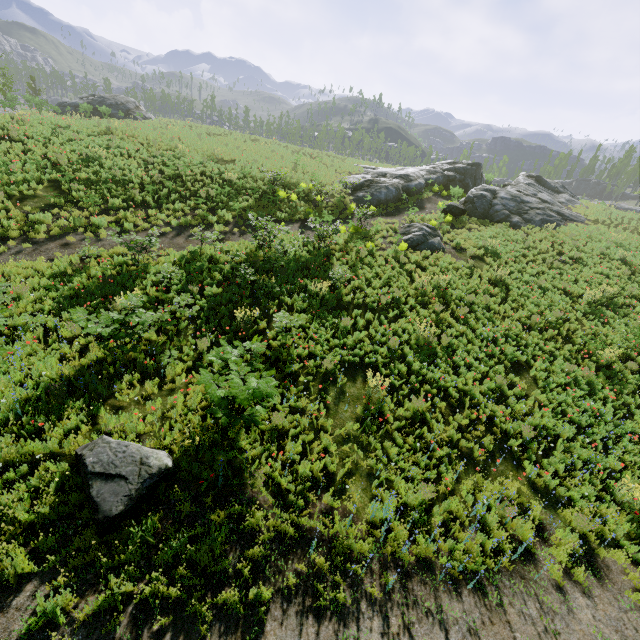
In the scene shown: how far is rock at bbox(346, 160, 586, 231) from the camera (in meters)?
23.81

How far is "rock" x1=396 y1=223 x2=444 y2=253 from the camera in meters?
18.0 m

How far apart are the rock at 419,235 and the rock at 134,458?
15.42m

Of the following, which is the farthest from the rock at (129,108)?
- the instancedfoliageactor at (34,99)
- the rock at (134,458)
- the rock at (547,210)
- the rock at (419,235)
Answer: the rock at (547,210)

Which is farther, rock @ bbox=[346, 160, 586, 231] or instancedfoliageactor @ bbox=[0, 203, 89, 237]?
rock @ bbox=[346, 160, 586, 231]

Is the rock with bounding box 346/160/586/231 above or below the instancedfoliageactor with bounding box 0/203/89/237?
above

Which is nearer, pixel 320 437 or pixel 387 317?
pixel 320 437

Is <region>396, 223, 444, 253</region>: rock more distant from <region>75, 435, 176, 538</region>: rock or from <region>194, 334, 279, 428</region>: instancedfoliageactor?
<region>75, 435, 176, 538</region>: rock
